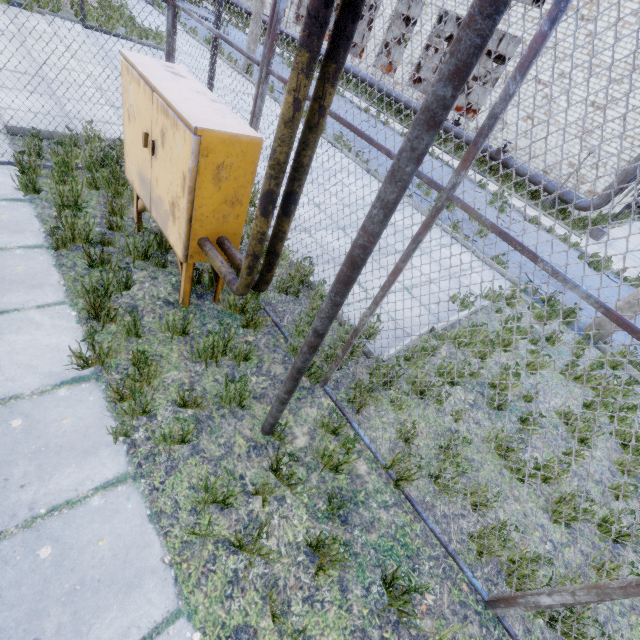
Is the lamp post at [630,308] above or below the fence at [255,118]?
below

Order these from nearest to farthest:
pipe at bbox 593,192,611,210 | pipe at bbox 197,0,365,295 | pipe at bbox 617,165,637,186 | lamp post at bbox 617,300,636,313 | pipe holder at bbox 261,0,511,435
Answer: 1. pipe holder at bbox 261,0,511,435
2. pipe at bbox 197,0,365,295
3. lamp post at bbox 617,300,636,313
4. pipe at bbox 617,165,637,186
5. pipe at bbox 593,192,611,210

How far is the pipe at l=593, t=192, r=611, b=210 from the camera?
16.9 meters

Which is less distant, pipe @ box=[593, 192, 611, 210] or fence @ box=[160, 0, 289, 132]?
fence @ box=[160, 0, 289, 132]

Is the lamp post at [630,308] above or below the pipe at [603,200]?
below

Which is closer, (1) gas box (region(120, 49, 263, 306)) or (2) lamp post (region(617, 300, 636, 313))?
(1) gas box (region(120, 49, 263, 306))

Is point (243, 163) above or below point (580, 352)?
above

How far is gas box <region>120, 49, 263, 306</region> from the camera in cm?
267
